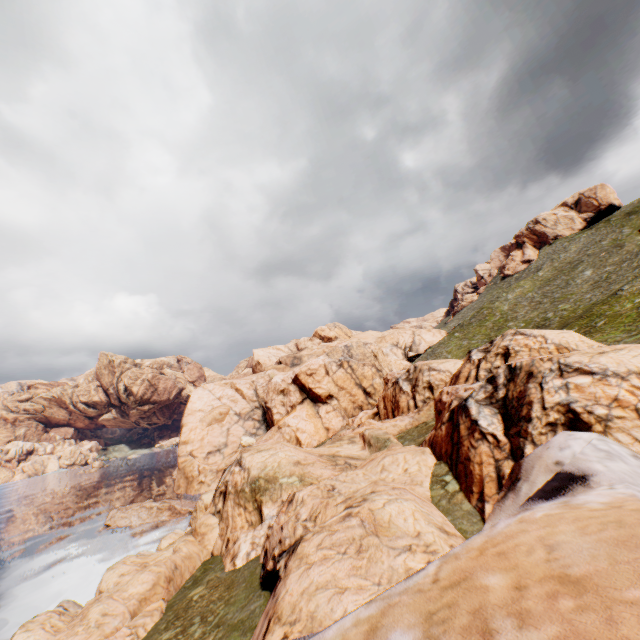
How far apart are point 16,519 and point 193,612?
66.44m
